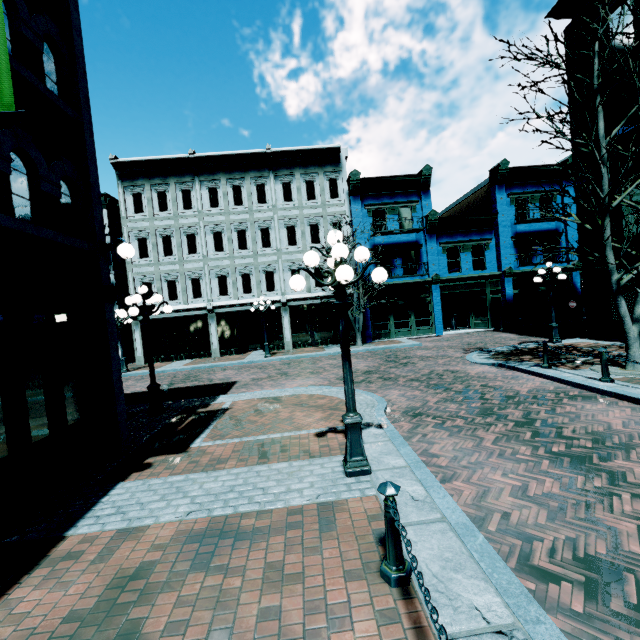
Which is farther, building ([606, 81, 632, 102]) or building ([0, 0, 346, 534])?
building ([606, 81, 632, 102])

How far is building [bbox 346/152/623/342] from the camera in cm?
2120

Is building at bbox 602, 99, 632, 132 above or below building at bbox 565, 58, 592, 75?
below

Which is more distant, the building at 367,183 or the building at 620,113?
the building at 367,183

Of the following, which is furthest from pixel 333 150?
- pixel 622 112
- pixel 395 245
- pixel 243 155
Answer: pixel 622 112

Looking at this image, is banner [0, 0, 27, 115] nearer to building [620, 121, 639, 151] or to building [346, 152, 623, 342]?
building [620, 121, 639, 151]

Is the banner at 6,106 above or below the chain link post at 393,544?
above

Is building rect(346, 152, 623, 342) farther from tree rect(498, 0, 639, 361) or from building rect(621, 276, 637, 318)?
tree rect(498, 0, 639, 361)
